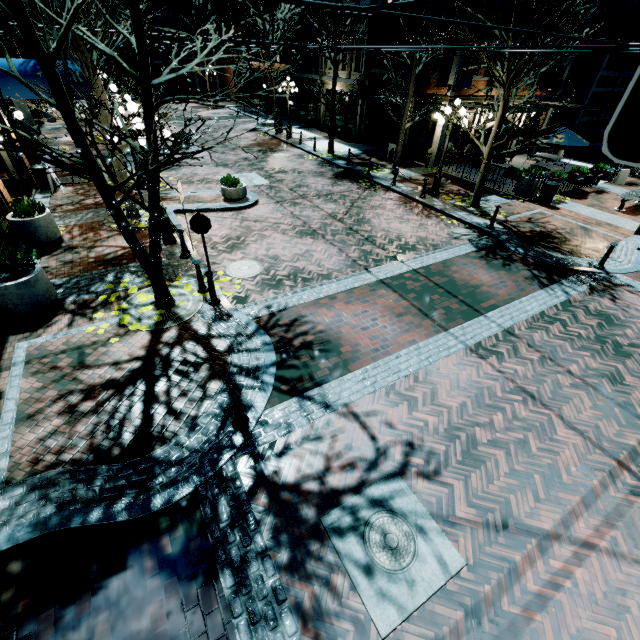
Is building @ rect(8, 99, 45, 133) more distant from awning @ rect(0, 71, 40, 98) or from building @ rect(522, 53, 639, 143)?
building @ rect(522, 53, 639, 143)

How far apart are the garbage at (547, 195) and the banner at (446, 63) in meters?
6.9 m

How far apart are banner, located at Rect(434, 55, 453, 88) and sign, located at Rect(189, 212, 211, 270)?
15.33m

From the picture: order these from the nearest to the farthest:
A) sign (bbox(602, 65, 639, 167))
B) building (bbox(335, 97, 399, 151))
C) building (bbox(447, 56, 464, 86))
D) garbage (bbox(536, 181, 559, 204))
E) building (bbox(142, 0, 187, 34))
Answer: sign (bbox(602, 65, 639, 167)) → garbage (bbox(536, 181, 559, 204)) → building (bbox(447, 56, 464, 86)) → building (bbox(335, 97, 399, 151)) → building (bbox(142, 0, 187, 34))

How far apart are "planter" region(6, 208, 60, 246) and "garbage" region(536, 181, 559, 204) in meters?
18.6

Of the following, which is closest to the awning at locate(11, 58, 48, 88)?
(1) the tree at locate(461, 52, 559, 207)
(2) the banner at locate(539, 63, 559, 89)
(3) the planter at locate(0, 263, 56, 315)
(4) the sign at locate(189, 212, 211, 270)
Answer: (1) the tree at locate(461, 52, 559, 207)

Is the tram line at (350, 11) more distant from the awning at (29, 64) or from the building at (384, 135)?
the awning at (29, 64)

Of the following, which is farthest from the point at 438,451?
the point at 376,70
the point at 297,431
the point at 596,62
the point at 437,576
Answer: the point at 596,62
